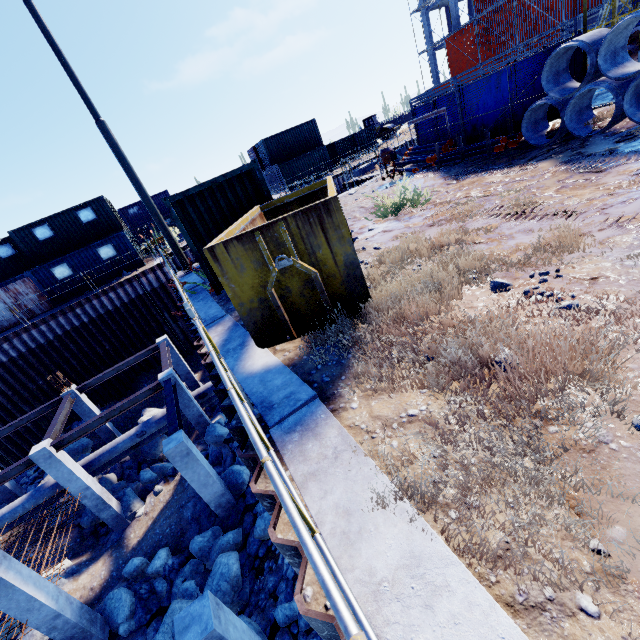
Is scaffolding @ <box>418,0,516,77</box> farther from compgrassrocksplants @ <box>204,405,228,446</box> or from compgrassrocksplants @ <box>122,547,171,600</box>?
compgrassrocksplants @ <box>122,547,171,600</box>

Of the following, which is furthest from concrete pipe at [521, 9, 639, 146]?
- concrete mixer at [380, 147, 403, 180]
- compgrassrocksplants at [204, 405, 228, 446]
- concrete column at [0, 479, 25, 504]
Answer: concrete column at [0, 479, 25, 504]

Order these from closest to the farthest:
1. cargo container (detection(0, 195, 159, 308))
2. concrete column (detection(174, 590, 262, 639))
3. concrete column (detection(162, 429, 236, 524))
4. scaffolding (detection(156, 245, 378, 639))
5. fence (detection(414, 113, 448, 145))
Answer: scaffolding (detection(156, 245, 378, 639)) → concrete column (detection(174, 590, 262, 639)) → concrete column (detection(162, 429, 236, 524)) → fence (detection(414, 113, 448, 145)) → cargo container (detection(0, 195, 159, 308))

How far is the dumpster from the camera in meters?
4.0

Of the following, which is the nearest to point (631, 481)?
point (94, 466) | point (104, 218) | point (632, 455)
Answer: point (632, 455)

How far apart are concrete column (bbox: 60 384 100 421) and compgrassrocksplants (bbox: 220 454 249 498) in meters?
10.0 m

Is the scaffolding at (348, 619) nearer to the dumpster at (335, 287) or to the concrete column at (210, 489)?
the dumpster at (335, 287)

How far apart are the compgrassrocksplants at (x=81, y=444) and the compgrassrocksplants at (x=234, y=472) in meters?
11.5
